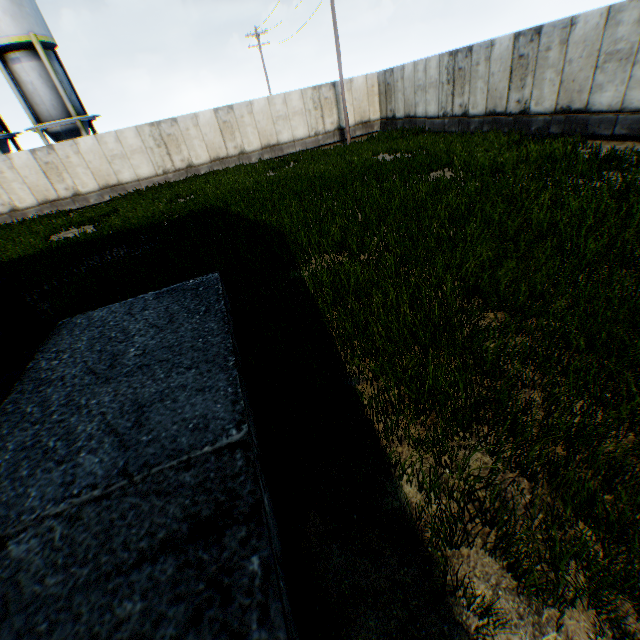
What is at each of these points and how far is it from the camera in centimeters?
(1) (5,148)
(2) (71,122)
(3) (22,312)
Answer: (1) vertical tank, 2378cm
(2) vertical tank, 2317cm
(3) building, 542cm

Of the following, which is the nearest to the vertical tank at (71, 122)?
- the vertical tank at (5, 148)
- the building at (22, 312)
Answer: the vertical tank at (5, 148)

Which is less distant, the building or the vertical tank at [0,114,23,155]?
the building

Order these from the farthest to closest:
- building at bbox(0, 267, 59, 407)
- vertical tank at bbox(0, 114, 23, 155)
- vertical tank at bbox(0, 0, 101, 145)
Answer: vertical tank at bbox(0, 114, 23, 155) → vertical tank at bbox(0, 0, 101, 145) → building at bbox(0, 267, 59, 407)

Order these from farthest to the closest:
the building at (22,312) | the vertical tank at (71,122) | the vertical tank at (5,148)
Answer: the vertical tank at (5,148) < the vertical tank at (71,122) < the building at (22,312)

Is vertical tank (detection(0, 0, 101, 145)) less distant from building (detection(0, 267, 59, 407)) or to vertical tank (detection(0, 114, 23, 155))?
vertical tank (detection(0, 114, 23, 155))

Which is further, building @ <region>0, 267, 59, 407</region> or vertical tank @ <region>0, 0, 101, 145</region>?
vertical tank @ <region>0, 0, 101, 145</region>
